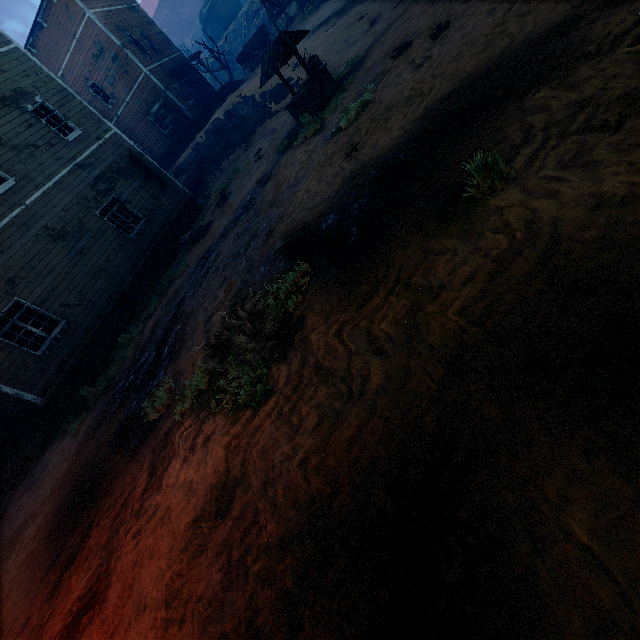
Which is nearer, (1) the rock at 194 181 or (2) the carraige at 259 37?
(1) the rock at 194 181

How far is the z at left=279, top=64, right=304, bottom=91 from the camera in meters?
17.0 m

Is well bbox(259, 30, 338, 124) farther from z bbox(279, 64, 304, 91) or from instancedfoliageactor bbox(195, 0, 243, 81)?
instancedfoliageactor bbox(195, 0, 243, 81)

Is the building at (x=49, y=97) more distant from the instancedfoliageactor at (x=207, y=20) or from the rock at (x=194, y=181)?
the instancedfoliageactor at (x=207, y=20)

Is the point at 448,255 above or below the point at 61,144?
below

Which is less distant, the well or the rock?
the well

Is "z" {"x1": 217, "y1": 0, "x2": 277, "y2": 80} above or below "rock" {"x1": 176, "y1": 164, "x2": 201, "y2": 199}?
above

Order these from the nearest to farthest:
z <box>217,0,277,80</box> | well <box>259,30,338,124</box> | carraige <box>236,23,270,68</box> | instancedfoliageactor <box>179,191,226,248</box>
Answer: well <box>259,30,338,124</box>
instancedfoliageactor <box>179,191,226,248</box>
carraige <box>236,23,270,68</box>
z <box>217,0,277,80</box>
